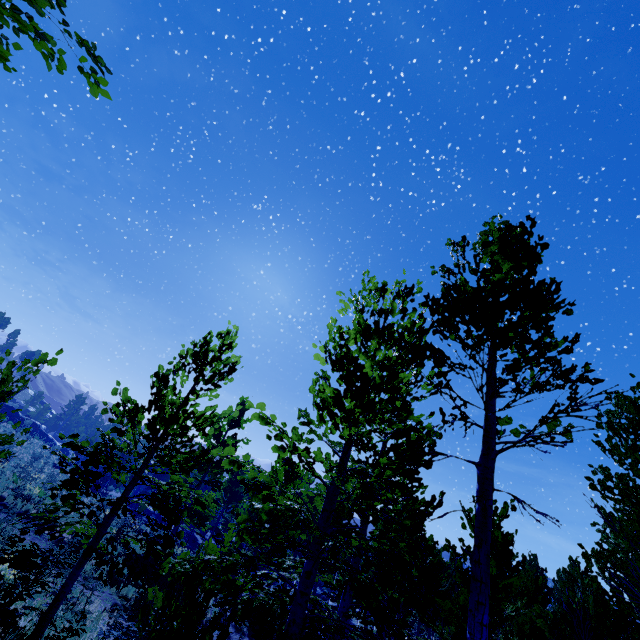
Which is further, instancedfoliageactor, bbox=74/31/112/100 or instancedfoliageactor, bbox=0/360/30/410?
instancedfoliageactor, bbox=0/360/30/410

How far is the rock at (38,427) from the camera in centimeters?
5216cm

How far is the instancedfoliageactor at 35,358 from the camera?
6.7m

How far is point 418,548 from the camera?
5.67m

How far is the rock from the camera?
52.16m

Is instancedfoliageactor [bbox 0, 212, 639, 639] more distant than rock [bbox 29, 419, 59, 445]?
No

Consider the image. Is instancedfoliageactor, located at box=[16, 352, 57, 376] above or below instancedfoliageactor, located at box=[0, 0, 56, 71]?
below

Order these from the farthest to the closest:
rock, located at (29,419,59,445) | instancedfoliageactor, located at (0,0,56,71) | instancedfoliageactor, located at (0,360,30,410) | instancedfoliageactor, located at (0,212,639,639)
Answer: rock, located at (29,419,59,445), instancedfoliageactor, located at (0,360,30,410), instancedfoliageactor, located at (0,212,639,639), instancedfoliageactor, located at (0,0,56,71)
